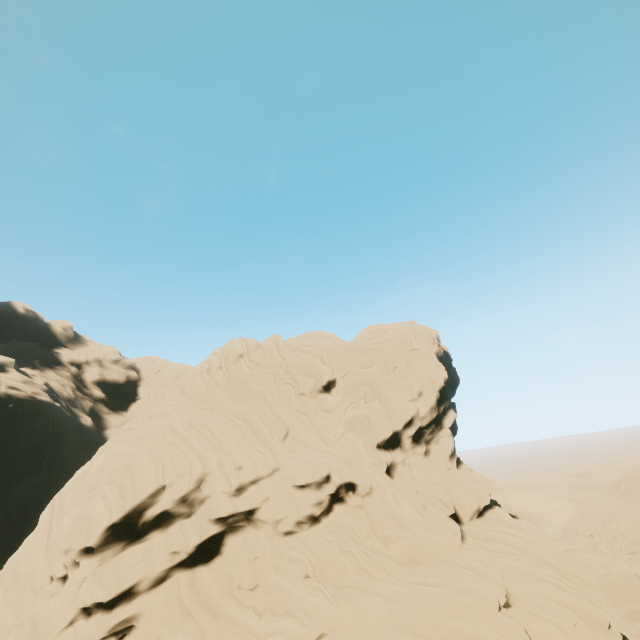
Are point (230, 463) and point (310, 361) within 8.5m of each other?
no
